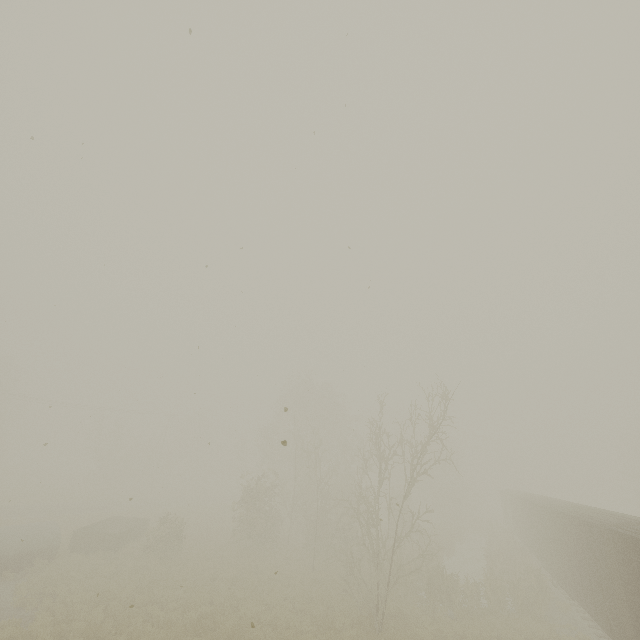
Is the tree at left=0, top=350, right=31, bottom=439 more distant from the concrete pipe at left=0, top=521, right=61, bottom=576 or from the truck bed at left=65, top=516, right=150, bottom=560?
the truck bed at left=65, top=516, right=150, bottom=560

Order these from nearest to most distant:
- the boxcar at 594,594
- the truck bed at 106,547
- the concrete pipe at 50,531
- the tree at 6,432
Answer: the boxcar at 594,594 < the concrete pipe at 50,531 < the truck bed at 106,547 < the tree at 6,432

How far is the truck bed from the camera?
19.7m

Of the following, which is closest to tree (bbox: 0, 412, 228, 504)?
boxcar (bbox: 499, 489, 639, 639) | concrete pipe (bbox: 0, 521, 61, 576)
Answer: concrete pipe (bbox: 0, 521, 61, 576)

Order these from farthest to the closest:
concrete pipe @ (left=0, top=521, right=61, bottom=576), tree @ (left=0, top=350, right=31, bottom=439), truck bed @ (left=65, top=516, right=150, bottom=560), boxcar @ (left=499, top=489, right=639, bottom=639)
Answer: tree @ (left=0, top=350, right=31, bottom=439) → truck bed @ (left=65, top=516, right=150, bottom=560) → concrete pipe @ (left=0, top=521, right=61, bottom=576) → boxcar @ (left=499, top=489, right=639, bottom=639)

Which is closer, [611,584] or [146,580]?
[611,584]

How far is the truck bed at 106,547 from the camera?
19.67m

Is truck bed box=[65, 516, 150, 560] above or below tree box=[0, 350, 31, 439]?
below
